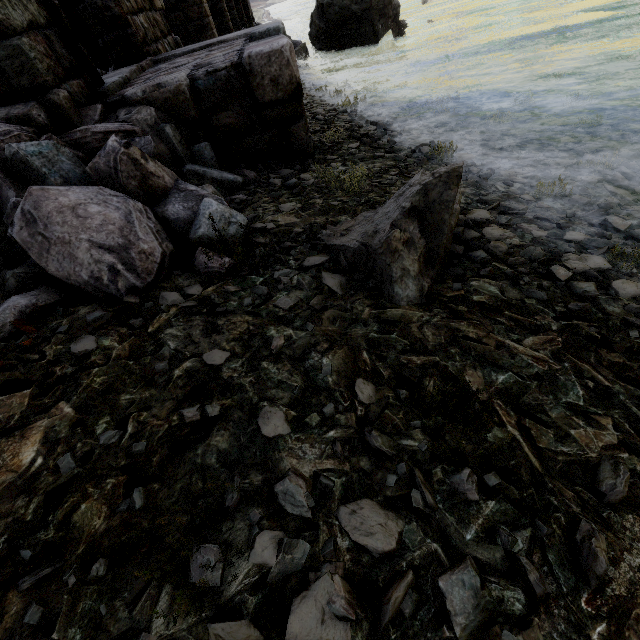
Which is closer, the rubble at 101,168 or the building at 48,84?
the rubble at 101,168

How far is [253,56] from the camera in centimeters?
341cm

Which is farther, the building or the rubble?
the building
